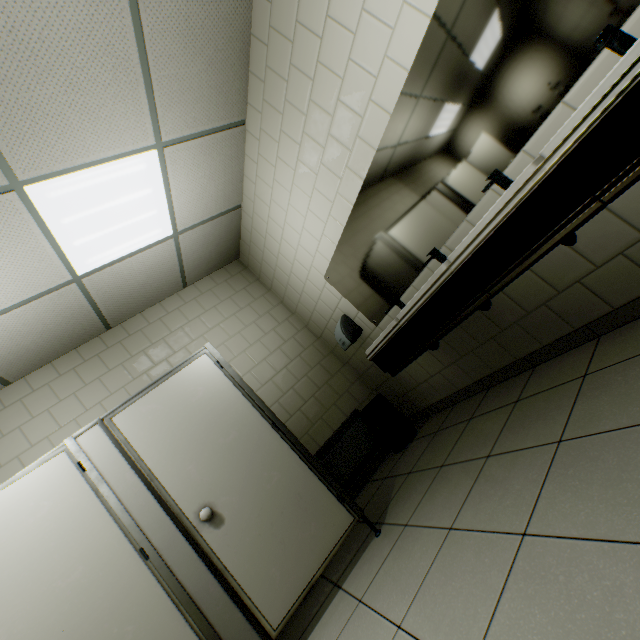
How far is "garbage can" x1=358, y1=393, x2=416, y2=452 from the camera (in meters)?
3.47

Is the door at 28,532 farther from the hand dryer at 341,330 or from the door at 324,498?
the hand dryer at 341,330

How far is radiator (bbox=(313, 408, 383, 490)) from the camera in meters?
3.5

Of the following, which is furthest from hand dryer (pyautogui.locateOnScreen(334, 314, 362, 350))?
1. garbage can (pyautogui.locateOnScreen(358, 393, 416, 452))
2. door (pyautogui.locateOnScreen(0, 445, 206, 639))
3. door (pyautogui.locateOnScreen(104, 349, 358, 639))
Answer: door (pyautogui.locateOnScreen(0, 445, 206, 639))

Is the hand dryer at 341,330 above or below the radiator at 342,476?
above

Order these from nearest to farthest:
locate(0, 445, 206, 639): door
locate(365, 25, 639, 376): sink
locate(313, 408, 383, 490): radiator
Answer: locate(365, 25, 639, 376): sink, locate(0, 445, 206, 639): door, locate(313, 408, 383, 490): radiator

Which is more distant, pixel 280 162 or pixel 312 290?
pixel 312 290

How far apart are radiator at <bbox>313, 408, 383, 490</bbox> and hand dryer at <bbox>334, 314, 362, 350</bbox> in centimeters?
88cm
